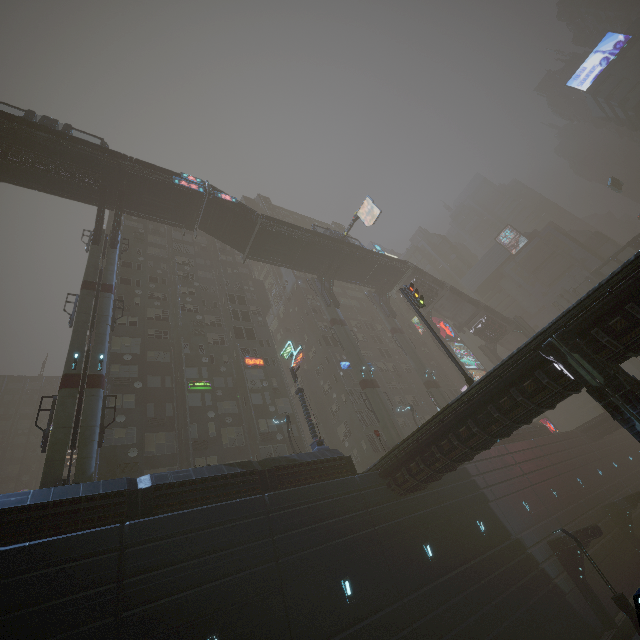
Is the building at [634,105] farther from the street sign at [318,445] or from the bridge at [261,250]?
the street sign at [318,445]

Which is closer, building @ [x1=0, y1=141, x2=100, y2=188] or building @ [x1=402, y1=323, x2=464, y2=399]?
building @ [x1=0, y1=141, x2=100, y2=188]

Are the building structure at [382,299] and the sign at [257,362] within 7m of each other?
no

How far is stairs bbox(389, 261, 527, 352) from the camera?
49.50m

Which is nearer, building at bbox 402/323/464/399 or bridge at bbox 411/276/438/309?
bridge at bbox 411/276/438/309

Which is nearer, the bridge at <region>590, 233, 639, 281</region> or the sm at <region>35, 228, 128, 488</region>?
the sm at <region>35, 228, 128, 488</region>

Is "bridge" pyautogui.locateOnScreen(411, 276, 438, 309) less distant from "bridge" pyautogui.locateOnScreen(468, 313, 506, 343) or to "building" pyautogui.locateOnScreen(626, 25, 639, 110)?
"bridge" pyautogui.locateOnScreen(468, 313, 506, 343)

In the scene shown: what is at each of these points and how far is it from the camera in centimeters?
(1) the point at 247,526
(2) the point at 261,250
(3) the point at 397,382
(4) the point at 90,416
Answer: (1) building, 1454cm
(2) bridge, 3697cm
(3) building, 4991cm
(4) sm, 1861cm
